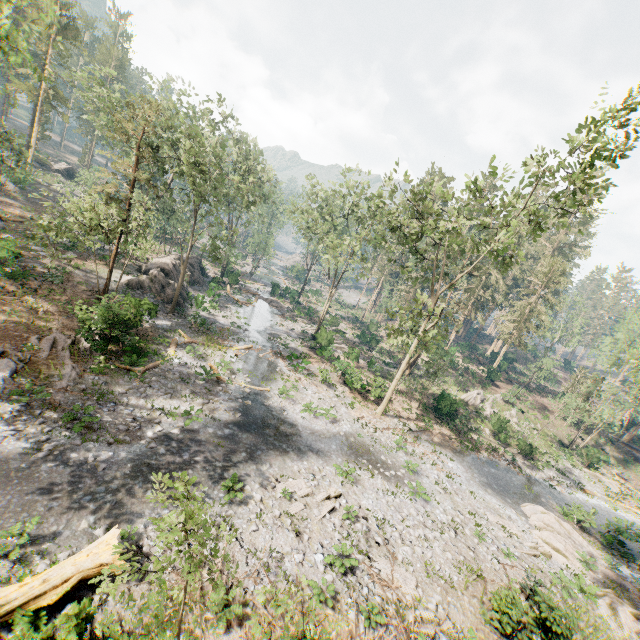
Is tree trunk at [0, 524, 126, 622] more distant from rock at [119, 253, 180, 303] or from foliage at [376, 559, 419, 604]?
rock at [119, 253, 180, 303]

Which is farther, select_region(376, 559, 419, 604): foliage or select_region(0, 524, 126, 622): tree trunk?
select_region(376, 559, 419, 604): foliage

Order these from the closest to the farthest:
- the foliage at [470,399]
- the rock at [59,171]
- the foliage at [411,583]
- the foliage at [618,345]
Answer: the foliage at [411,583] → the foliage at [618,345] → the foliage at [470,399] → the rock at [59,171]

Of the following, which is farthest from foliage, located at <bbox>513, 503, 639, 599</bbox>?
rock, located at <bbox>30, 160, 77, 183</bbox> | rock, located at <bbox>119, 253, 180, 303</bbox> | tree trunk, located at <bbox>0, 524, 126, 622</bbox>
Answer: rock, located at <bbox>119, 253, 180, 303</bbox>

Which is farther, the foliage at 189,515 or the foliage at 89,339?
the foliage at 89,339

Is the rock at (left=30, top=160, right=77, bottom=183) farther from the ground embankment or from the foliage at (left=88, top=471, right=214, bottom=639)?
the ground embankment

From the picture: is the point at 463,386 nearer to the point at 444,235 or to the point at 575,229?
the point at 444,235

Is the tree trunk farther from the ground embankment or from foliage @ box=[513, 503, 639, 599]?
the ground embankment
